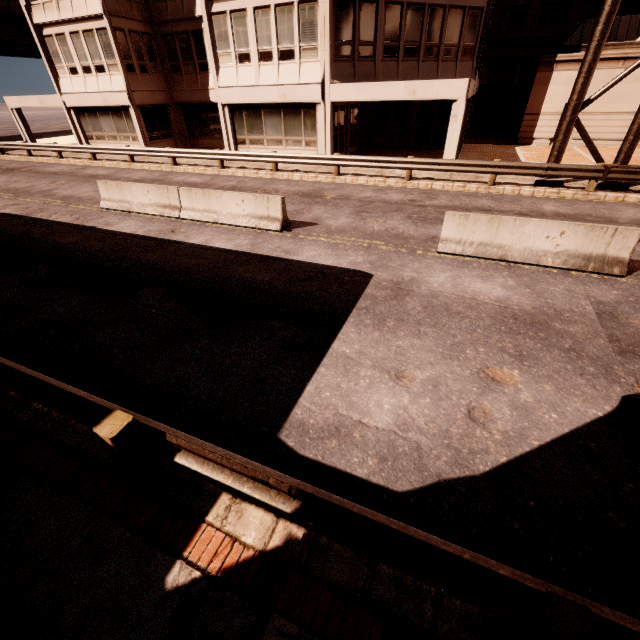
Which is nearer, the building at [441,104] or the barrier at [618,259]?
the barrier at [618,259]

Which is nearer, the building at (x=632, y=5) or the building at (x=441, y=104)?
the building at (x=441, y=104)

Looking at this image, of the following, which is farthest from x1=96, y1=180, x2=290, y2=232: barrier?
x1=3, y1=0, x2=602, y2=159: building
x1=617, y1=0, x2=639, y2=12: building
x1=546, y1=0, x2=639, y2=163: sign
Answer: x1=617, y1=0, x2=639, y2=12: building

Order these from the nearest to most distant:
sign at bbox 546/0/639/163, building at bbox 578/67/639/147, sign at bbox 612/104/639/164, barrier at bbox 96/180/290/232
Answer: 1. barrier at bbox 96/180/290/232
2. sign at bbox 546/0/639/163
3. sign at bbox 612/104/639/164
4. building at bbox 578/67/639/147

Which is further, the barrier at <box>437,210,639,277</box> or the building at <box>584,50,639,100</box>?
the building at <box>584,50,639,100</box>

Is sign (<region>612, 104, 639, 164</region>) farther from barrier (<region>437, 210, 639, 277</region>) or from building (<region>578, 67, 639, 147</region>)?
building (<region>578, 67, 639, 147</region>)

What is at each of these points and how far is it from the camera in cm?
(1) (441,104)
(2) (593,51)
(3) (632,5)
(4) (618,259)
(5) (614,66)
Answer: (1) building, 2072
(2) sign, 1099
(3) building, 2969
(4) barrier, 711
(5) building, 1928

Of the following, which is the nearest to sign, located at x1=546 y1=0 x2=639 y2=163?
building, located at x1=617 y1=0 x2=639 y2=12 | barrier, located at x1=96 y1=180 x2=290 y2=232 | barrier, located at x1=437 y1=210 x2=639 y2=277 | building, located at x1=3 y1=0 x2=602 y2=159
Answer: building, located at x1=3 y1=0 x2=602 y2=159
